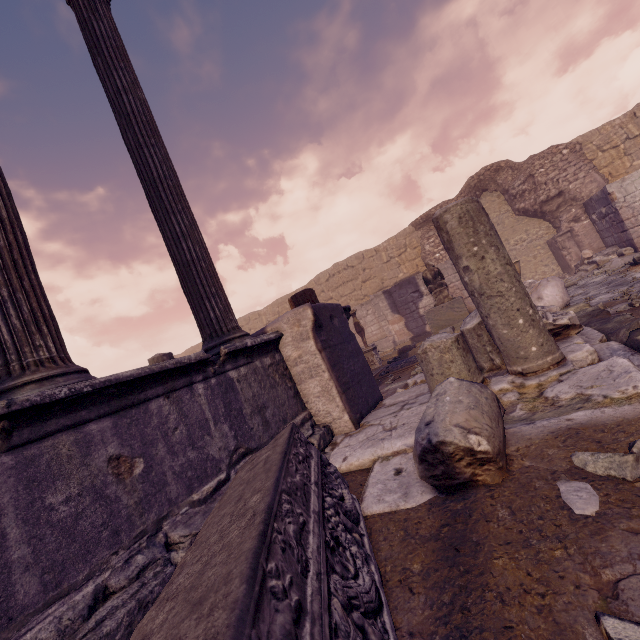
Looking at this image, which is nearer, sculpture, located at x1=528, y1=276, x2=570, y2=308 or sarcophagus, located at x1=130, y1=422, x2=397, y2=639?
sarcophagus, located at x1=130, y1=422, x2=397, y2=639

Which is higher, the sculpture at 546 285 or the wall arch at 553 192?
the wall arch at 553 192

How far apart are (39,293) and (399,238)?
15.7 meters

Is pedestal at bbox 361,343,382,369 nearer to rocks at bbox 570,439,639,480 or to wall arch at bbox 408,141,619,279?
wall arch at bbox 408,141,619,279

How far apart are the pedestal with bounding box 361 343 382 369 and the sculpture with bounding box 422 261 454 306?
2.3 meters

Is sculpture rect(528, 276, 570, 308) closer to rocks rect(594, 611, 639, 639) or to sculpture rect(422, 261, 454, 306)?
sculpture rect(422, 261, 454, 306)

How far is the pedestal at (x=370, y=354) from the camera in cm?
1041

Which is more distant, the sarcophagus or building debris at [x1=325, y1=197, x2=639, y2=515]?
building debris at [x1=325, y1=197, x2=639, y2=515]
